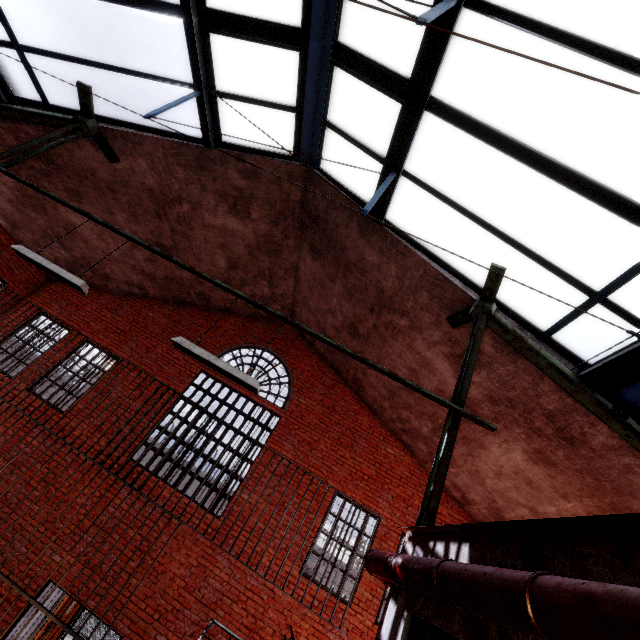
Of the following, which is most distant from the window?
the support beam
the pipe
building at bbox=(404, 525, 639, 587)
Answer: the pipe

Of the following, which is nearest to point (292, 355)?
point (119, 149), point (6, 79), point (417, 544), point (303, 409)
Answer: point (303, 409)

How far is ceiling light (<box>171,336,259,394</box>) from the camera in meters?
3.6

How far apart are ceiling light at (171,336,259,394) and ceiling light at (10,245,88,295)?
1.42m

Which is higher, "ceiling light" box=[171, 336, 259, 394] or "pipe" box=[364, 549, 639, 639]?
"ceiling light" box=[171, 336, 259, 394]

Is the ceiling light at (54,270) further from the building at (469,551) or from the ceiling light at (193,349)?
the building at (469,551)

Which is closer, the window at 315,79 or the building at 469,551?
the building at 469,551

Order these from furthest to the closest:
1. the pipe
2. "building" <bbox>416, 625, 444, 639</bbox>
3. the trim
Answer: the trim
"building" <bbox>416, 625, 444, 639</bbox>
the pipe
